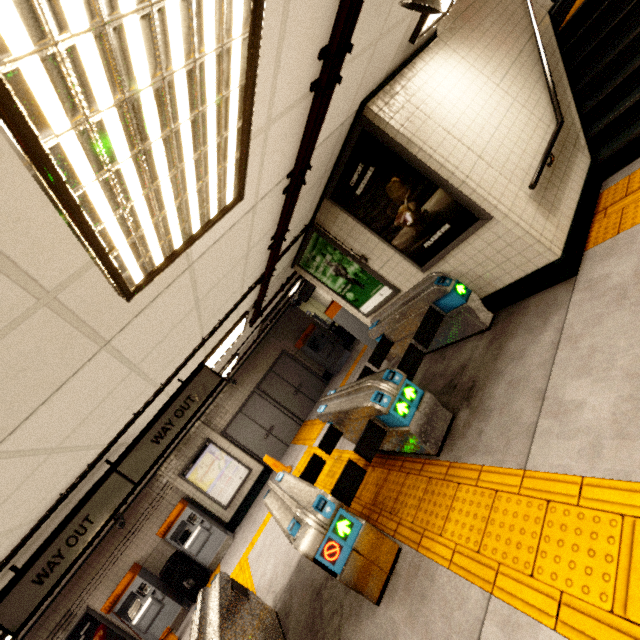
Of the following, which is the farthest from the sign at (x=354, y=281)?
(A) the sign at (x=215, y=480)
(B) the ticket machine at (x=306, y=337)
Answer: (A) the sign at (x=215, y=480)

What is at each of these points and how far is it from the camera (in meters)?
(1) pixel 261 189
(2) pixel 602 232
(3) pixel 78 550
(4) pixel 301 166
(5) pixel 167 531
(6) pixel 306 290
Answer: (1) storm drain, 2.53
(2) groundtactileadastrip, 3.64
(3) sign, 3.39
(4) pipe, 2.81
(5) ticket machine, 8.69
(6) sign, 10.69

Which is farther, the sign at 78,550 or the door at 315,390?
the door at 315,390

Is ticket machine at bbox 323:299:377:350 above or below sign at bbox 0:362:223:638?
below

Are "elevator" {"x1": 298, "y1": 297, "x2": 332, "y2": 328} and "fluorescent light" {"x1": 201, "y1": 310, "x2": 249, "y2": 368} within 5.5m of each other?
no

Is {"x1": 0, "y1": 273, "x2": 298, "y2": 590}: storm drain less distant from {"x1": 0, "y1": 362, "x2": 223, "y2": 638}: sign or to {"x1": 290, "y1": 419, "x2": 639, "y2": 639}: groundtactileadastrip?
{"x1": 0, "y1": 362, "x2": 223, "y2": 638}: sign

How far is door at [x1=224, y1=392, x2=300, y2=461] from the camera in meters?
10.5 m

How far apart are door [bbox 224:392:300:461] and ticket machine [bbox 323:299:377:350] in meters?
5.1
